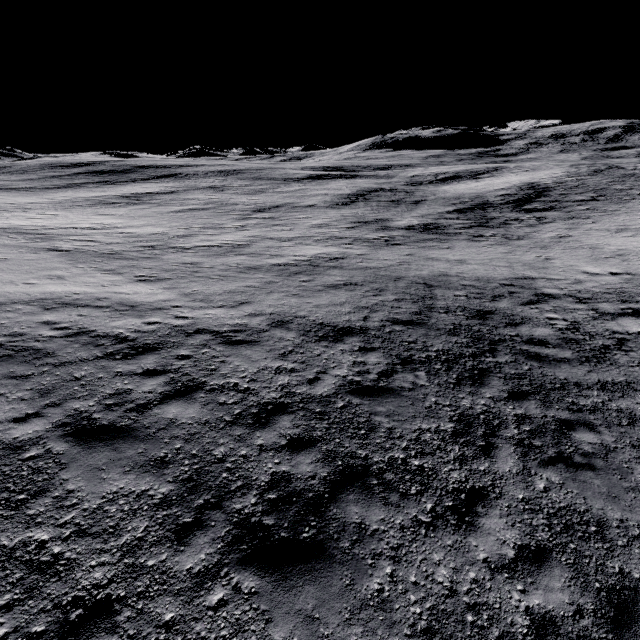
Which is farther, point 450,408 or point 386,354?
point 386,354
